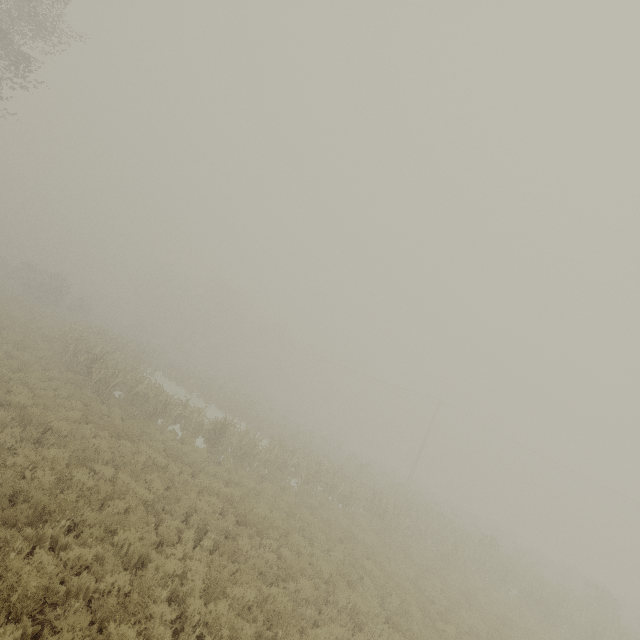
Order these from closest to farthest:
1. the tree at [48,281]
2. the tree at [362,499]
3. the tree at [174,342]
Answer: the tree at [362,499]
the tree at [48,281]
the tree at [174,342]

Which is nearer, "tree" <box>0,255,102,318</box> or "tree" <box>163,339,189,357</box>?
"tree" <box>0,255,102,318</box>

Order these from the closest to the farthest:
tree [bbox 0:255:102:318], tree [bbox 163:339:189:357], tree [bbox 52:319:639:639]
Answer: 1. tree [bbox 52:319:639:639]
2. tree [bbox 0:255:102:318]
3. tree [bbox 163:339:189:357]

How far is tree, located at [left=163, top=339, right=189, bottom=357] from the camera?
54.8m

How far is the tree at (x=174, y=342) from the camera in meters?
54.8 m

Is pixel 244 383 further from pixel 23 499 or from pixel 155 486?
pixel 23 499

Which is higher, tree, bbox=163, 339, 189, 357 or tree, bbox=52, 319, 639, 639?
tree, bbox=163, 339, 189, 357
